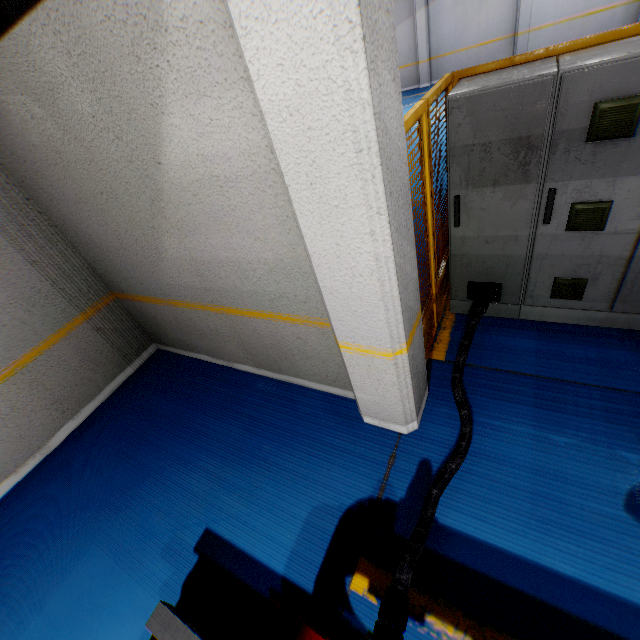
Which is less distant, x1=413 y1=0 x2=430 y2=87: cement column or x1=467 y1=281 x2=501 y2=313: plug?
x1=467 y1=281 x2=501 y2=313: plug

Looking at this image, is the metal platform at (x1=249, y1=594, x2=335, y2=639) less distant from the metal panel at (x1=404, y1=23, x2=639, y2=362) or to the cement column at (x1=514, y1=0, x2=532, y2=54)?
the metal panel at (x1=404, y1=23, x2=639, y2=362)

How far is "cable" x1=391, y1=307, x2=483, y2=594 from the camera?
1.7m

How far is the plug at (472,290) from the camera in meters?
3.2 m

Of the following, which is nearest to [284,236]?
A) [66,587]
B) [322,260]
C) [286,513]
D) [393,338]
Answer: [322,260]

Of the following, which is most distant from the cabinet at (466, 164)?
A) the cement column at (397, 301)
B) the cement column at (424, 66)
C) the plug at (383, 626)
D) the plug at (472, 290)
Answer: the cement column at (424, 66)

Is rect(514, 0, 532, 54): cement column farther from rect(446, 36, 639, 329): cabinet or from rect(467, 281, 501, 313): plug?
rect(467, 281, 501, 313): plug

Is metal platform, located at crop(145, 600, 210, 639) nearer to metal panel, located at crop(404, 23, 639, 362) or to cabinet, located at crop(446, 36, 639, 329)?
metal panel, located at crop(404, 23, 639, 362)
